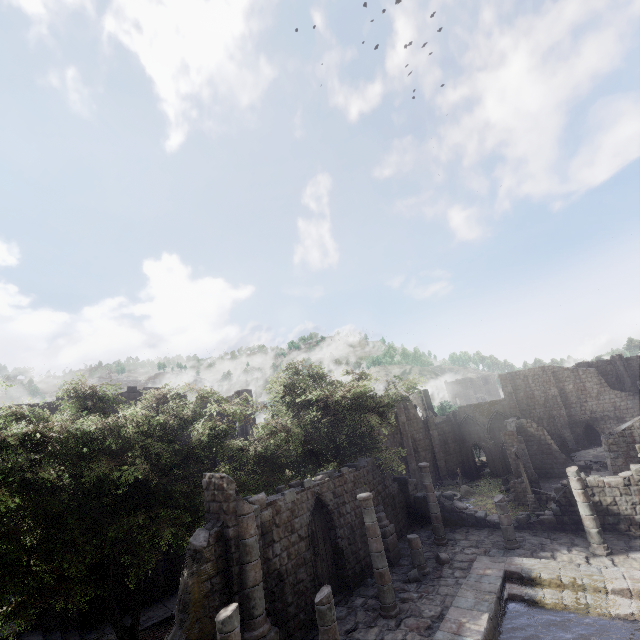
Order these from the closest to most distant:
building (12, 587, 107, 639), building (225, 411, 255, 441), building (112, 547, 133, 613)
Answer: building (12, 587, 107, 639), building (112, 547, 133, 613), building (225, 411, 255, 441)

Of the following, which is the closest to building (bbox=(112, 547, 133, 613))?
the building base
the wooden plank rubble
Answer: the building base

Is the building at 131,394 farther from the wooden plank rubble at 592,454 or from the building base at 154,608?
the wooden plank rubble at 592,454

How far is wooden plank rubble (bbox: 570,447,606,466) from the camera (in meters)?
32.97

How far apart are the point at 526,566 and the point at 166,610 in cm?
1887

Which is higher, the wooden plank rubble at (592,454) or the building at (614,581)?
the building at (614,581)
